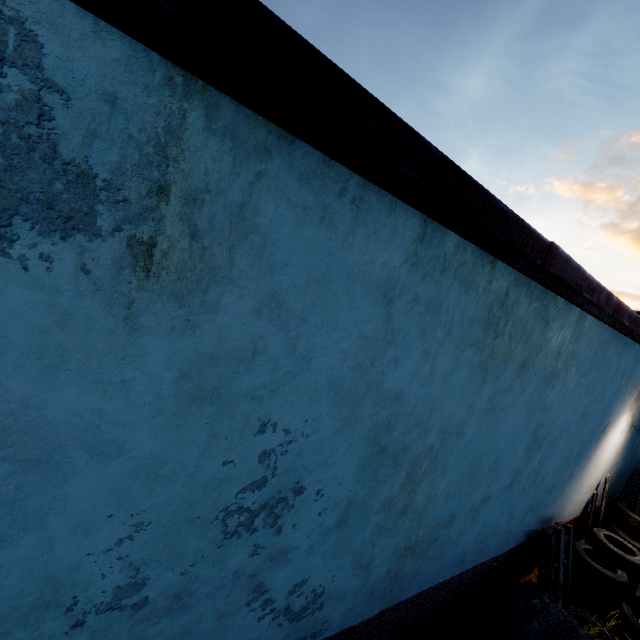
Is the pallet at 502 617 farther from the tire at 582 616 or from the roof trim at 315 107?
the roof trim at 315 107

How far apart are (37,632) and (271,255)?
1.8m

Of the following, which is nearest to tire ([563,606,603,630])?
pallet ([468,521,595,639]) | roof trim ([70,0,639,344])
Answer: pallet ([468,521,595,639])

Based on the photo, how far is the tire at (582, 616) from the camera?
4.40m

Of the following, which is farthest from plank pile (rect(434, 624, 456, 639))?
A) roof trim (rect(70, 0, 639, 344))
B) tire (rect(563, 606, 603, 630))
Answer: roof trim (rect(70, 0, 639, 344))

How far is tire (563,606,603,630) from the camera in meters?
4.4 m

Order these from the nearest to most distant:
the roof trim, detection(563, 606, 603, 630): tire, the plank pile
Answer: the roof trim → the plank pile → detection(563, 606, 603, 630): tire

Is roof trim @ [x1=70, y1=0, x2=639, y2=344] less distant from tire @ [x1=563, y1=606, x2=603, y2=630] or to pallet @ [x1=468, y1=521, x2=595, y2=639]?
pallet @ [x1=468, y1=521, x2=595, y2=639]
